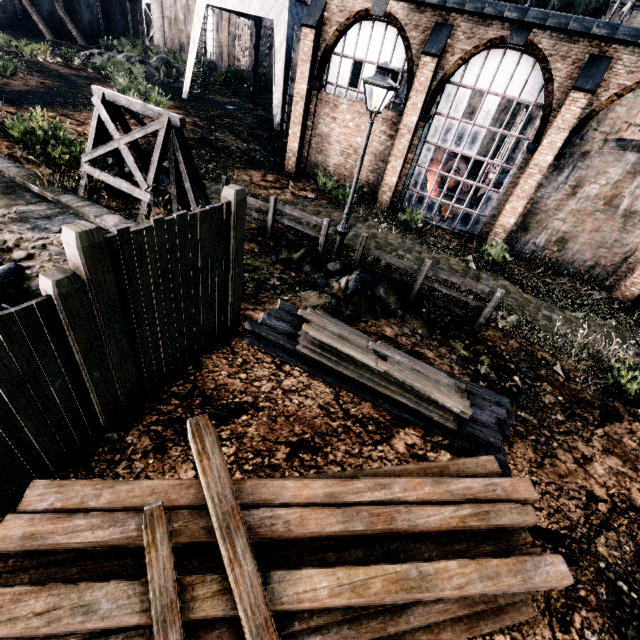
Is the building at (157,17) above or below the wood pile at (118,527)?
above

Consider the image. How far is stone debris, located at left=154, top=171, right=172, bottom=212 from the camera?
11.35m

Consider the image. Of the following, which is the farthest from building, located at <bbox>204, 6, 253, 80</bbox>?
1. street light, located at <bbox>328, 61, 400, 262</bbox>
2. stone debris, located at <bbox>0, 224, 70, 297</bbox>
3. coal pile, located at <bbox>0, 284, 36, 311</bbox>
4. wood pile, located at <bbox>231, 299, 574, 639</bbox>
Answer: wood pile, located at <bbox>231, 299, 574, 639</bbox>

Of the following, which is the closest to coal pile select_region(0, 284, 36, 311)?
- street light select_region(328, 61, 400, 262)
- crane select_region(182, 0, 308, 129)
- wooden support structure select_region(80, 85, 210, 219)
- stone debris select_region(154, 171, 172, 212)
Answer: wooden support structure select_region(80, 85, 210, 219)

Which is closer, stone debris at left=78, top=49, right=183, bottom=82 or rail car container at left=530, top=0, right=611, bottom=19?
rail car container at left=530, top=0, right=611, bottom=19

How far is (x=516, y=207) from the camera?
14.7m

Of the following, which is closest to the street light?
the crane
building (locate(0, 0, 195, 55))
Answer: the crane

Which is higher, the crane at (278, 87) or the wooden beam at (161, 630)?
the crane at (278, 87)
